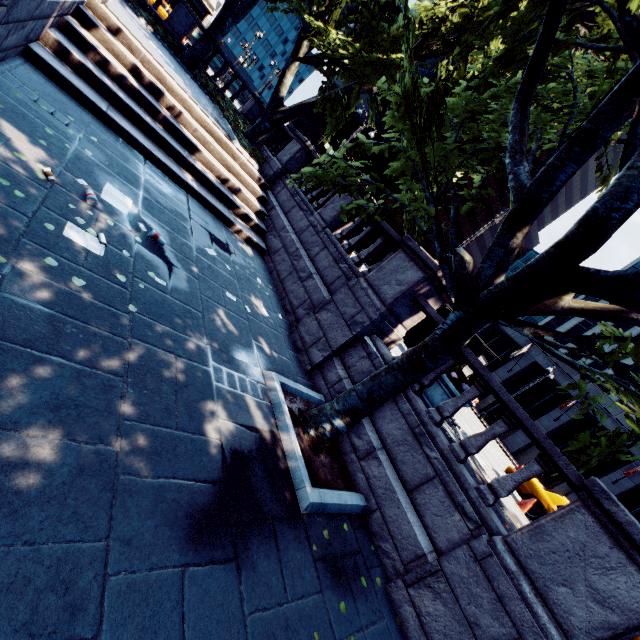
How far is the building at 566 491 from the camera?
27.03m

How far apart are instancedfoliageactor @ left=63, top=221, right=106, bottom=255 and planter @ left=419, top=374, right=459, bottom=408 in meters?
6.8 m

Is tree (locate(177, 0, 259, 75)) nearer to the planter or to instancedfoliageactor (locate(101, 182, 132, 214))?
the planter

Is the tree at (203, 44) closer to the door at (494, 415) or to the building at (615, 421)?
the building at (615, 421)

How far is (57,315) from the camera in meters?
3.3 m

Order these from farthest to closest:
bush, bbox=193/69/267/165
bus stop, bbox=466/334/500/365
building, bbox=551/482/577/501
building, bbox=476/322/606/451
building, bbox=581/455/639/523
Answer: building, bbox=476/322/606/451, building, bbox=551/482/577/501, building, bbox=581/455/639/523, bush, bbox=193/69/267/165, bus stop, bbox=466/334/500/365

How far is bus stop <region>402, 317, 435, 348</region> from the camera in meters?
11.7 m

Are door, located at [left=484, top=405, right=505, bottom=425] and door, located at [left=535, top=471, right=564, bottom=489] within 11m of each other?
yes
